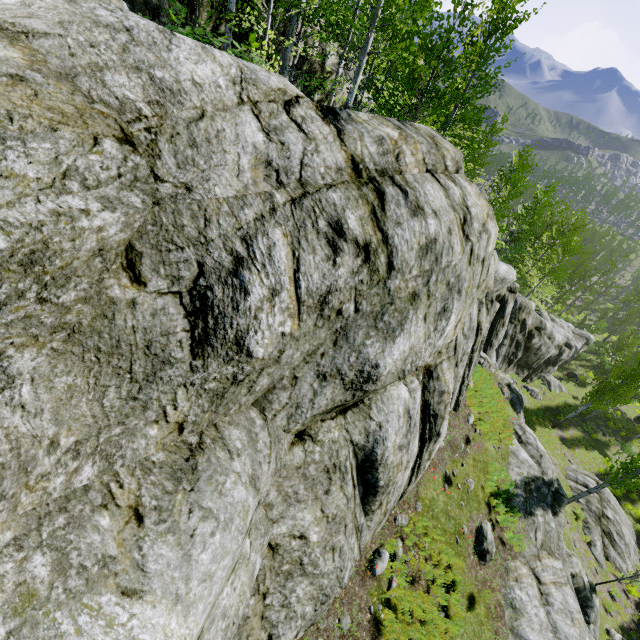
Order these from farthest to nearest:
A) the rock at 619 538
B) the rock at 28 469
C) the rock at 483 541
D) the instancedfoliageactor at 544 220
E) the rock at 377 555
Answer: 1. the instancedfoliageactor at 544 220
2. the rock at 619 538
3. the rock at 483 541
4. the rock at 377 555
5. the rock at 28 469

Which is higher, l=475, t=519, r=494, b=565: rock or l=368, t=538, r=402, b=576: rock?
l=368, t=538, r=402, b=576: rock

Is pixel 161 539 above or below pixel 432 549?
above

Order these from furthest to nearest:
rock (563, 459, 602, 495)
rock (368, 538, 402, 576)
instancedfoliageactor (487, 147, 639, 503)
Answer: instancedfoliageactor (487, 147, 639, 503) → rock (563, 459, 602, 495) → rock (368, 538, 402, 576)

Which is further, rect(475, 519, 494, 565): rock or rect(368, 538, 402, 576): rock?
rect(475, 519, 494, 565): rock

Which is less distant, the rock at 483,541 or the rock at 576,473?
the rock at 483,541

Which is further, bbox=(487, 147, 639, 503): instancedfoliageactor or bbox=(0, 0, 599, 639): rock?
bbox=(487, 147, 639, 503): instancedfoliageactor

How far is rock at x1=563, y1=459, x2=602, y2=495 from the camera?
19.35m
